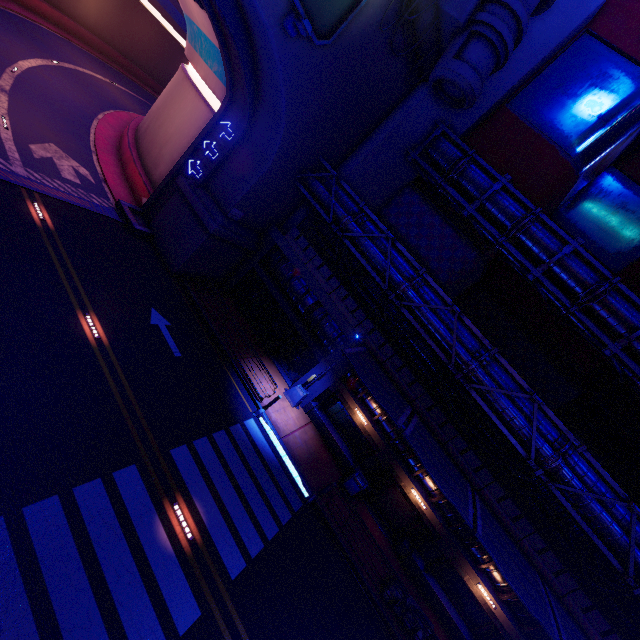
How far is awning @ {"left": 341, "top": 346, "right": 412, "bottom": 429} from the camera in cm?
1365

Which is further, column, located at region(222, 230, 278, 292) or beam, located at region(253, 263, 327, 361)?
column, located at region(222, 230, 278, 292)

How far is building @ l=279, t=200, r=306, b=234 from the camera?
21.4m

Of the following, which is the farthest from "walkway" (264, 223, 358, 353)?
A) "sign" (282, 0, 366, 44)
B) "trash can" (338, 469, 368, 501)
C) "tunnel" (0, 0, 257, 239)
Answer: "sign" (282, 0, 366, 44)

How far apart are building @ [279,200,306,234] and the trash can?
14.86m

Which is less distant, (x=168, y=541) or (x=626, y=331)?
(x=168, y=541)

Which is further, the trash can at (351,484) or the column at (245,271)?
the column at (245,271)

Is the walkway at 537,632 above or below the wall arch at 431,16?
below
